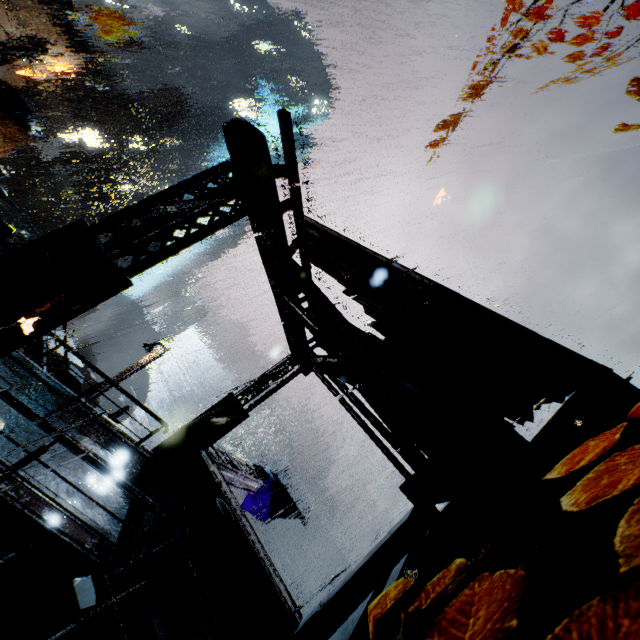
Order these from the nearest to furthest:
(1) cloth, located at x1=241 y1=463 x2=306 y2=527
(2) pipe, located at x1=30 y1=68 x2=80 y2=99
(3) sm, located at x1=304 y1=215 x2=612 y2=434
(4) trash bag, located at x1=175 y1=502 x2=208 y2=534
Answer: (3) sm, located at x1=304 y1=215 x2=612 y2=434 → (4) trash bag, located at x1=175 y1=502 x2=208 y2=534 → (1) cloth, located at x1=241 y1=463 x2=306 y2=527 → (2) pipe, located at x1=30 y1=68 x2=80 y2=99

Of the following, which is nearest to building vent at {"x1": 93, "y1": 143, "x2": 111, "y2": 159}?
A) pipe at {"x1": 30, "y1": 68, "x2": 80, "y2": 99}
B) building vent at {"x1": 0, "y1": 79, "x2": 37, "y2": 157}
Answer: pipe at {"x1": 30, "y1": 68, "x2": 80, "y2": 99}

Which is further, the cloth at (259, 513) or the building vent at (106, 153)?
the building vent at (106, 153)

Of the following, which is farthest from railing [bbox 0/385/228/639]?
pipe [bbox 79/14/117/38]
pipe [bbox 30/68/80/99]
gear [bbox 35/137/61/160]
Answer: pipe [bbox 79/14/117/38]

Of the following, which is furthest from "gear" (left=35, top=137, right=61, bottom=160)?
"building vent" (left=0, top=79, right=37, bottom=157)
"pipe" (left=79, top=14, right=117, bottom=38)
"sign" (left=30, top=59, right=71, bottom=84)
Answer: "pipe" (left=79, top=14, right=117, bottom=38)

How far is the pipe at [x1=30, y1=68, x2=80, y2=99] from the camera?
35.59m

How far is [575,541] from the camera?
4.5m

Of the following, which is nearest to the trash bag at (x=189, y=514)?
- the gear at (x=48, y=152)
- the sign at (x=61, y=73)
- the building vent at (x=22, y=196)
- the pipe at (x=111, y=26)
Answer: the sign at (x=61, y=73)
